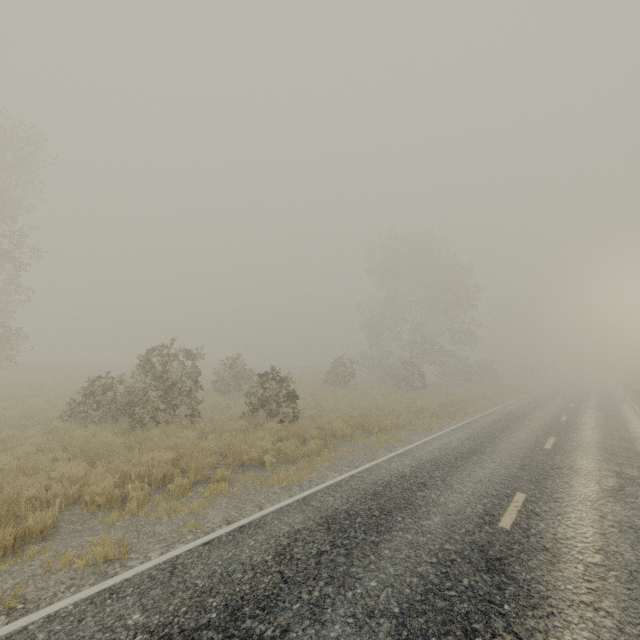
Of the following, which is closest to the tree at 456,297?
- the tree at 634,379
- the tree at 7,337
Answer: the tree at 634,379

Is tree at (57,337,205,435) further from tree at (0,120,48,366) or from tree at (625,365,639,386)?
tree at (625,365,639,386)

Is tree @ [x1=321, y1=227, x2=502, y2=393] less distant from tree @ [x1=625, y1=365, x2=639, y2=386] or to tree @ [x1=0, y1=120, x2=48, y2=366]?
tree @ [x1=625, y1=365, x2=639, y2=386]

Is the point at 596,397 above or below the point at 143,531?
above

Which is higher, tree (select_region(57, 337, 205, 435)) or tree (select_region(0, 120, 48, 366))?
tree (select_region(0, 120, 48, 366))

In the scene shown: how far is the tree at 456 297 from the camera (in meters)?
31.08

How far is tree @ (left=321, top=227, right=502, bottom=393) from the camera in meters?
31.1 m
